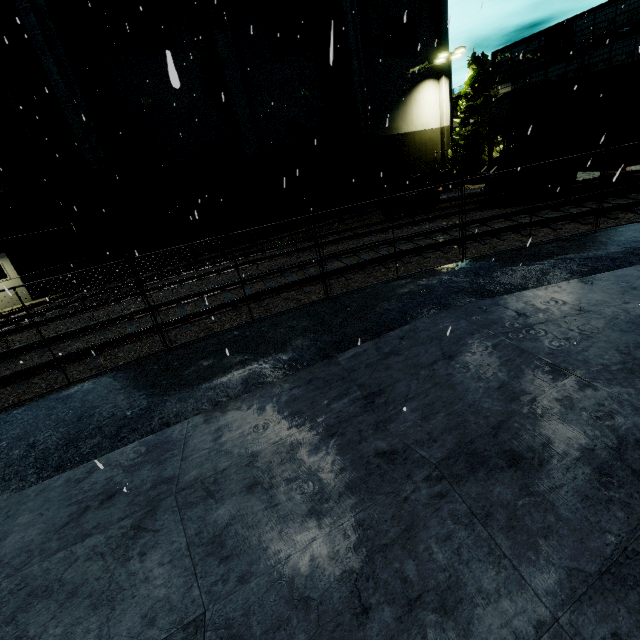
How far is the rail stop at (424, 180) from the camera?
24.2m

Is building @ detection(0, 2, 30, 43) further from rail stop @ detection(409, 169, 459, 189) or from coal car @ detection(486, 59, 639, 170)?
rail stop @ detection(409, 169, 459, 189)

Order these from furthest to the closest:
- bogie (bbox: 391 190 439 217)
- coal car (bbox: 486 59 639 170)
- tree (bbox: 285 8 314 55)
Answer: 1. tree (bbox: 285 8 314 55)
2. bogie (bbox: 391 190 439 217)
3. coal car (bbox: 486 59 639 170)

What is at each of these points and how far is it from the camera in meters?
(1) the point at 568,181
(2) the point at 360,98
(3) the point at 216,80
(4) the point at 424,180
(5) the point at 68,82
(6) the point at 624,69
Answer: (1) bogie, 13.7 m
(2) vent duct, 22.0 m
(3) tree, 18.3 m
(4) rail stop, 26.9 m
(5) vent duct, 13.6 m
(6) coal car, 11.5 m

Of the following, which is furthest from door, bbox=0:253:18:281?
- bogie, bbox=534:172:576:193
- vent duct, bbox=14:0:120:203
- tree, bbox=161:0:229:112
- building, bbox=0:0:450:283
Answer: bogie, bbox=534:172:576:193

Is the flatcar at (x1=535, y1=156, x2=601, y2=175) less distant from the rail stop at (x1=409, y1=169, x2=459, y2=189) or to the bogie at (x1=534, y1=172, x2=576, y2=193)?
the bogie at (x1=534, y1=172, x2=576, y2=193)

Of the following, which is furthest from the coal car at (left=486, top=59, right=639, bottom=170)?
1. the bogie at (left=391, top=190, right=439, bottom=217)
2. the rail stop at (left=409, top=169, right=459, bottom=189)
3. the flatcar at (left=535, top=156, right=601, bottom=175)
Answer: the rail stop at (left=409, top=169, right=459, bottom=189)

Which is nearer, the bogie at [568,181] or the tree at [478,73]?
the bogie at [568,181]
